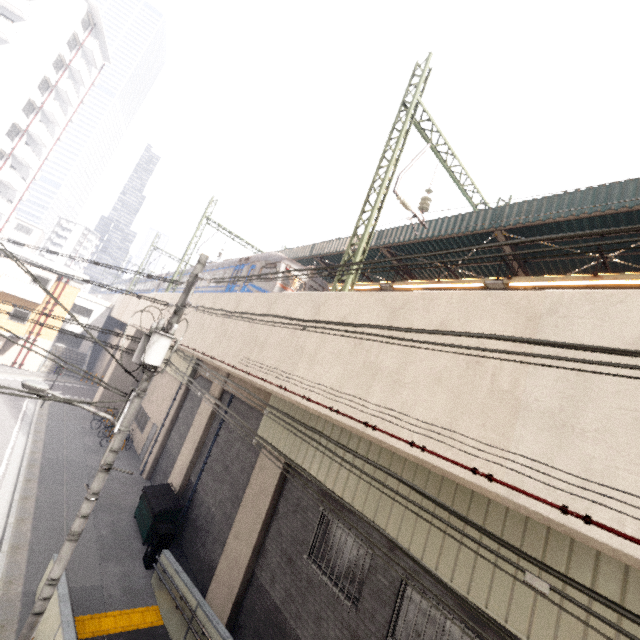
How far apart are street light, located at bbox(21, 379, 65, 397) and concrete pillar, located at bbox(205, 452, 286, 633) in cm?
477

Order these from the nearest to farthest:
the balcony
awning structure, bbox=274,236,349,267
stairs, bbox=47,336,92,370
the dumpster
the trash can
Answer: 1. the trash can
2. the dumpster
3. awning structure, bbox=274,236,349,267
4. the balcony
5. stairs, bbox=47,336,92,370

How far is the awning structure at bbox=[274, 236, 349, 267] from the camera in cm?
1609

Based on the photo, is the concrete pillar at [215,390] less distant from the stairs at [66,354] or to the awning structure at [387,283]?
the awning structure at [387,283]

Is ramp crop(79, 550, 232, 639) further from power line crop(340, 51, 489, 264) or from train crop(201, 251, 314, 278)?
train crop(201, 251, 314, 278)

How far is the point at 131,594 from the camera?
9.6m

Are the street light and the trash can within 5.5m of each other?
no

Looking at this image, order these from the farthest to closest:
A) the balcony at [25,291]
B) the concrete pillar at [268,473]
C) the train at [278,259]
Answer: the balcony at [25,291] < the train at [278,259] < the concrete pillar at [268,473]
